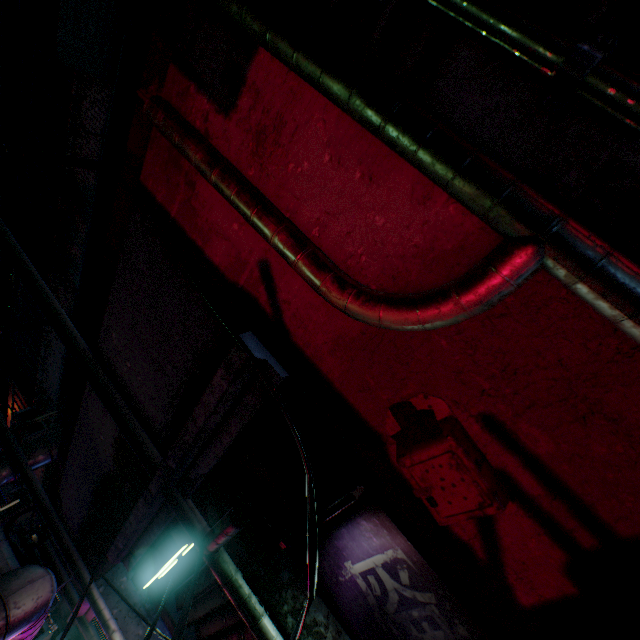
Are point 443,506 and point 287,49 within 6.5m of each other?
yes

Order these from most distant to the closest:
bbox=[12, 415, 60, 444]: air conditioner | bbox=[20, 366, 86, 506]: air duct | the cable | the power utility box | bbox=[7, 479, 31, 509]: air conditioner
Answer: bbox=[7, 479, 31, 509]: air conditioner < bbox=[12, 415, 60, 444]: air conditioner < bbox=[20, 366, 86, 506]: air duct < the cable < the power utility box

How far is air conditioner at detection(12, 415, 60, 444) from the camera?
6.70m

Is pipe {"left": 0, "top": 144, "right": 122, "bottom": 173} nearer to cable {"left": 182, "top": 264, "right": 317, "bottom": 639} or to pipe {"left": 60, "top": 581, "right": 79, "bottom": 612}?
cable {"left": 182, "top": 264, "right": 317, "bottom": 639}

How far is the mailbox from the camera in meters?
0.8 m

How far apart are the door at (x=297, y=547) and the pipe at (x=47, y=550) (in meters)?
2.38

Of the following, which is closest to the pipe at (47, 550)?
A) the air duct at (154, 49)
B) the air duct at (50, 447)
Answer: the air duct at (50, 447)

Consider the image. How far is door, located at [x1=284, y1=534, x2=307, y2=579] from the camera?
1.7m
